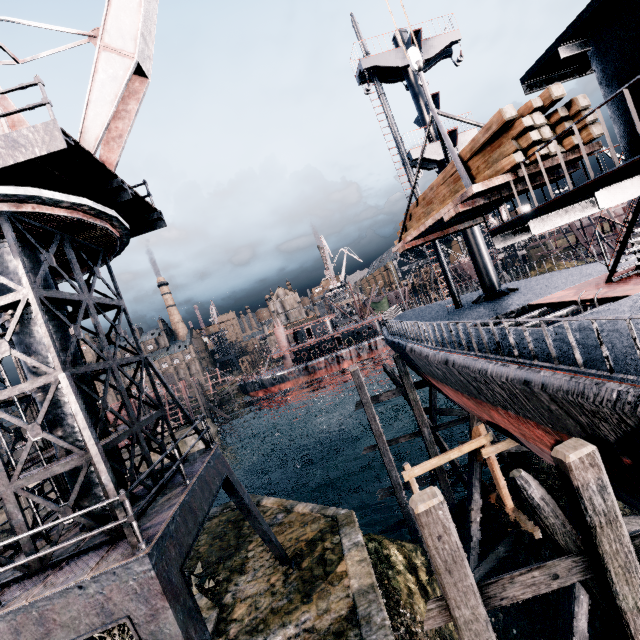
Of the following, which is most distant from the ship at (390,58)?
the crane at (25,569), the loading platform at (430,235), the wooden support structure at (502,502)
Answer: the crane at (25,569)

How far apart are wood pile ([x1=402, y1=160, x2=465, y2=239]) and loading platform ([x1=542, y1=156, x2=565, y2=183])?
0.03m

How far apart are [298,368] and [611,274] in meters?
51.1 m

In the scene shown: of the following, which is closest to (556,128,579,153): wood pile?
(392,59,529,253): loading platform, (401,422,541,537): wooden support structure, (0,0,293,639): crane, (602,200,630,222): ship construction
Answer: (392,59,529,253): loading platform

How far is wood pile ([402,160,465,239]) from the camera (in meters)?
9.04

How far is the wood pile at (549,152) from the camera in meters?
6.8

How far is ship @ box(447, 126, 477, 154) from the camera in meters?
18.3
